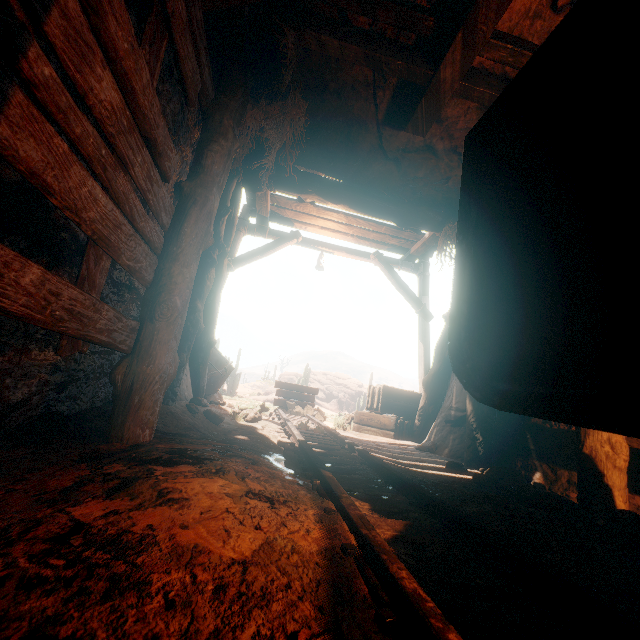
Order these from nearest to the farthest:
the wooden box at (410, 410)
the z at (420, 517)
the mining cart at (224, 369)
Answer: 1. the z at (420, 517)
2. the wooden box at (410, 410)
3. the mining cart at (224, 369)

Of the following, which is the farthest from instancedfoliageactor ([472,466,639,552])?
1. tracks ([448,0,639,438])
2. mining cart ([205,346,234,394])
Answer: mining cart ([205,346,234,394])

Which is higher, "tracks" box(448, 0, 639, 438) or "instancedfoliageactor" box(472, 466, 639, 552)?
"tracks" box(448, 0, 639, 438)

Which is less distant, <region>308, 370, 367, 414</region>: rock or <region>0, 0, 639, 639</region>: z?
<region>0, 0, 639, 639</region>: z

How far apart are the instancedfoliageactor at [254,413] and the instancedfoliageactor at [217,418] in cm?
52

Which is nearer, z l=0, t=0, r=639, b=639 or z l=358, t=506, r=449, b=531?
z l=0, t=0, r=639, b=639

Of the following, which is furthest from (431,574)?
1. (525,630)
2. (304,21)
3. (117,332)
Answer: (304,21)

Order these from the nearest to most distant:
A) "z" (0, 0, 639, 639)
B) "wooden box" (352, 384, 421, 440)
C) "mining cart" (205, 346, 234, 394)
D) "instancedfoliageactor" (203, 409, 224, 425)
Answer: "z" (0, 0, 639, 639) → "instancedfoliageactor" (203, 409, 224, 425) → "wooden box" (352, 384, 421, 440) → "mining cart" (205, 346, 234, 394)
